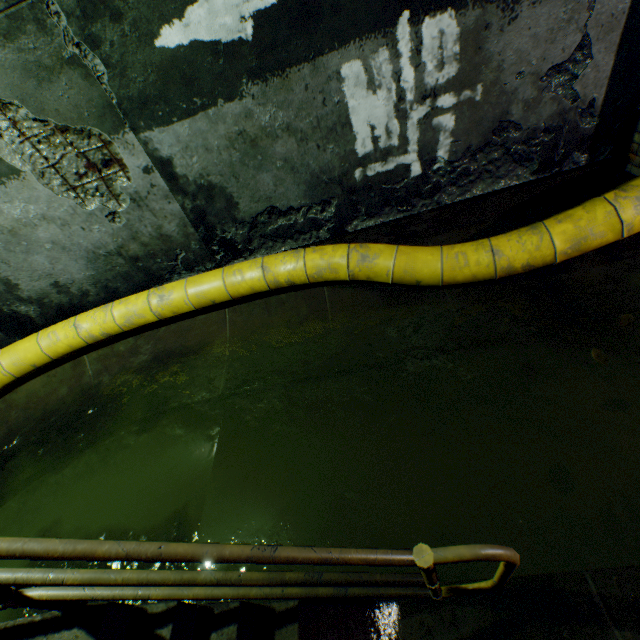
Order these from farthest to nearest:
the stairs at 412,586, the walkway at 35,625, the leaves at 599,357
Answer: the leaves at 599,357
the walkway at 35,625
the stairs at 412,586

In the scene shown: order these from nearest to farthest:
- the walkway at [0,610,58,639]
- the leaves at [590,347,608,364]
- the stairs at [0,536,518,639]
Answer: the stairs at [0,536,518,639] < the walkway at [0,610,58,639] < the leaves at [590,347,608,364]

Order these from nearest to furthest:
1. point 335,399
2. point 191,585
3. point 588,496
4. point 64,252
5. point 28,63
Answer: point 191,585 < point 588,496 < point 28,63 < point 335,399 < point 64,252

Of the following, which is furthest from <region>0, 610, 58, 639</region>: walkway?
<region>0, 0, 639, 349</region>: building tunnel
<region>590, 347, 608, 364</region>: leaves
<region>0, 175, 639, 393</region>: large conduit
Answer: <region>590, 347, 608, 364</region>: leaves

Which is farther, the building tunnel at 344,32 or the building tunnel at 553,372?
the building tunnel at 344,32

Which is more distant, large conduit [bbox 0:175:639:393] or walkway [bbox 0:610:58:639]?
large conduit [bbox 0:175:639:393]

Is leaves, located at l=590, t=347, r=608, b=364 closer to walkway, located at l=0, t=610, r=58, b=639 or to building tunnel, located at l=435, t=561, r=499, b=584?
building tunnel, located at l=435, t=561, r=499, b=584

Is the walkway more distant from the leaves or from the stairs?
the leaves
